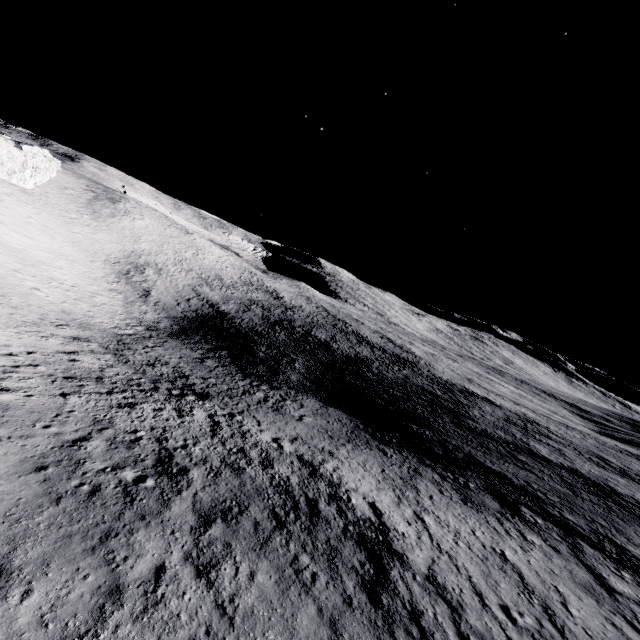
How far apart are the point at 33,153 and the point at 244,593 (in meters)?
81.77
